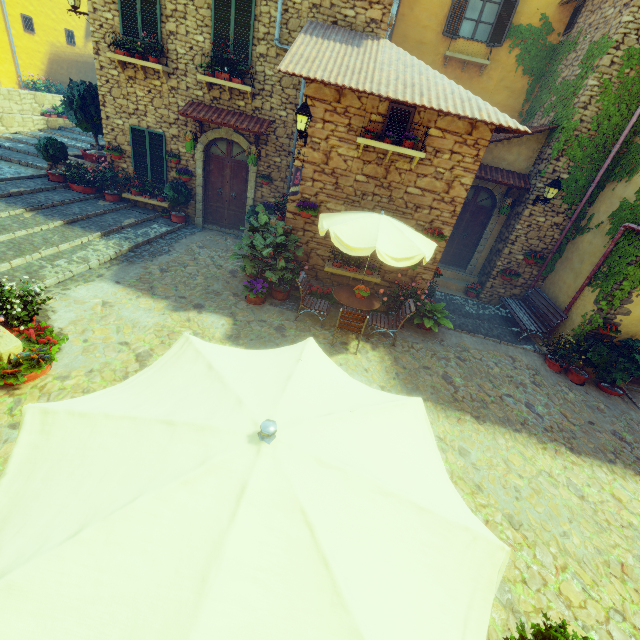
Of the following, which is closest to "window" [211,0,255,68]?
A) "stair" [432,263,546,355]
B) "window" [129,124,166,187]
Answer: "window" [129,124,166,187]

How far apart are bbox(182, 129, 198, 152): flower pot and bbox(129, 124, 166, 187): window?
0.92m

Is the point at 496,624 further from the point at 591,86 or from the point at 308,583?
the point at 591,86

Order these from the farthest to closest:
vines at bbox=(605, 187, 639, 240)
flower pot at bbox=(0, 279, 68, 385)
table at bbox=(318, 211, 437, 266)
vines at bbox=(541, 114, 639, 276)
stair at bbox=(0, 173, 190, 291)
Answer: vines at bbox=(541, 114, 639, 276)
vines at bbox=(605, 187, 639, 240)
stair at bbox=(0, 173, 190, 291)
table at bbox=(318, 211, 437, 266)
flower pot at bbox=(0, 279, 68, 385)

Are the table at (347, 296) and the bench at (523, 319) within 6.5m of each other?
yes

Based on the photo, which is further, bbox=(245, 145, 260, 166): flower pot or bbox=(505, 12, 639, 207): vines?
bbox=(245, 145, 260, 166): flower pot

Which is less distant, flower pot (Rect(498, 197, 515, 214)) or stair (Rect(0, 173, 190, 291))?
stair (Rect(0, 173, 190, 291))

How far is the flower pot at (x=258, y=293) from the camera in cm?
796
